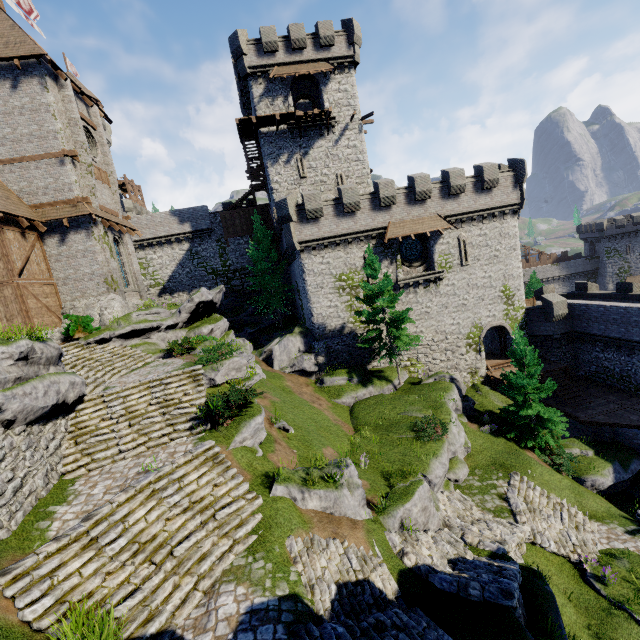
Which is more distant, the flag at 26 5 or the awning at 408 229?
the awning at 408 229

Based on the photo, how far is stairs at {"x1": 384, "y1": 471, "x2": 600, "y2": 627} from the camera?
9.05m

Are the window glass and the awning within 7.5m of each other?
yes

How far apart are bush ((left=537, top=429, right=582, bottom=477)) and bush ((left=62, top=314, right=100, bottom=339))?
28.1 meters

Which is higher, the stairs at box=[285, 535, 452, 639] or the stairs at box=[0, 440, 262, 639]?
the stairs at box=[0, 440, 262, 639]

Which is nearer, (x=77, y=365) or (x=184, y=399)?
(x=184, y=399)

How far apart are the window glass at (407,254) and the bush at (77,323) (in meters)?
22.60

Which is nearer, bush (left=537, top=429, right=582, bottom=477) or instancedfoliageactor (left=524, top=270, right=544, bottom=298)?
bush (left=537, top=429, right=582, bottom=477)
